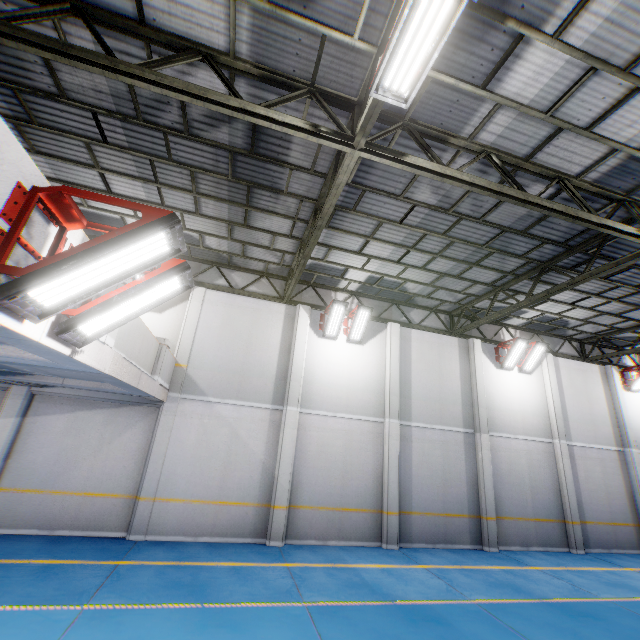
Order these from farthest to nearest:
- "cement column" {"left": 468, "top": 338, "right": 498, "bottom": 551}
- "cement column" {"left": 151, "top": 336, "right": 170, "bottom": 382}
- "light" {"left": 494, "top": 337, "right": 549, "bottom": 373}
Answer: "light" {"left": 494, "top": 337, "right": 549, "bottom": 373}
"cement column" {"left": 468, "top": 338, "right": 498, "bottom": 551}
"cement column" {"left": 151, "top": 336, "right": 170, "bottom": 382}

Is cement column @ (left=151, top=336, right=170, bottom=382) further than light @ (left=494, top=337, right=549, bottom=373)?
No

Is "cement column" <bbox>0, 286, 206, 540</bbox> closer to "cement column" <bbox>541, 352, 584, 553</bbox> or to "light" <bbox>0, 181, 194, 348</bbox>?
"light" <bbox>0, 181, 194, 348</bbox>

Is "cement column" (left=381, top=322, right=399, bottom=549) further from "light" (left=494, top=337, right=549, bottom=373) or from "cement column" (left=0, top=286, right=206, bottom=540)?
"cement column" (left=0, top=286, right=206, bottom=540)

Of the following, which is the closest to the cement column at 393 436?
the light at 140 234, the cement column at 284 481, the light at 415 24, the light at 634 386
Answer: the cement column at 284 481

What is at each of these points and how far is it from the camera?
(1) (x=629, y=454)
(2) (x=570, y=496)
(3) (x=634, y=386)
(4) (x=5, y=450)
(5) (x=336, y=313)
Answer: (1) cement column, 14.5m
(2) cement column, 13.0m
(3) light, 15.8m
(4) cement column, 8.9m
(5) light, 12.1m

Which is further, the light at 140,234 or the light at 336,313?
the light at 336,313

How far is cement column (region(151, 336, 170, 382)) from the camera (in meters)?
8.60
